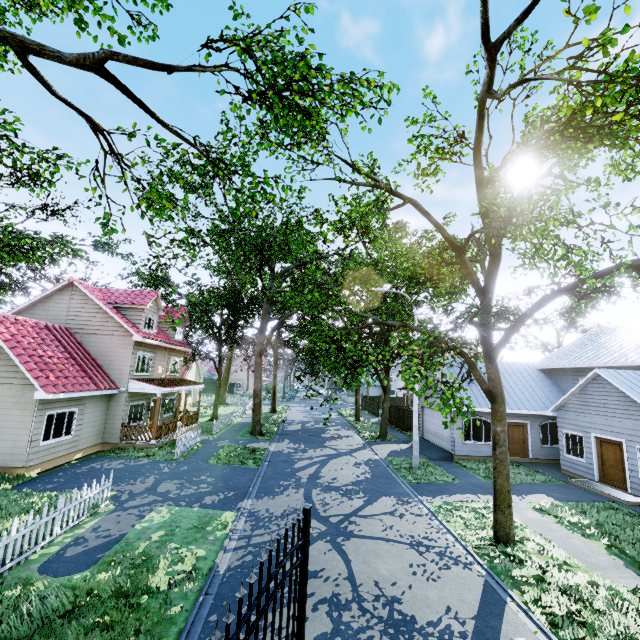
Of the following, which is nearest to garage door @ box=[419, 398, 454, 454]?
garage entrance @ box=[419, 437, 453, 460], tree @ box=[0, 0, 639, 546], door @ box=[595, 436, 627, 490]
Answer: garage entrance @ box=[419, 437, 453, 460]

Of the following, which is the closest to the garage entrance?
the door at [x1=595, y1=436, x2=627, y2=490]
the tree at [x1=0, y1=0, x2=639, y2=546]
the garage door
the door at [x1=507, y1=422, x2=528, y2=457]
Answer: the garage door

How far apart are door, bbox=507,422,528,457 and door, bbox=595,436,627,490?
4.4m

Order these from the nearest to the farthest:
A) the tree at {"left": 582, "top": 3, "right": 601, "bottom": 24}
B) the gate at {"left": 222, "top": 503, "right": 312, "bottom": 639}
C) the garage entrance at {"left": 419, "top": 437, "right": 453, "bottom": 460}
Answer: the gate at {"left": 222, "top": 503, "right": 312, "bottom": 639} < the tree at {"left": 582, "top": 3, "right": 601, "bottom": 24} < the garage entrance at {"left": 419, "top": 437, "right": 453, "bottom": 460}

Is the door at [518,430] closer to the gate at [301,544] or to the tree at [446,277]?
the tree at [446,277]

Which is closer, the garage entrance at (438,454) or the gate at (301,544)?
the gate at (301,544)

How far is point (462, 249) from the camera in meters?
10.4

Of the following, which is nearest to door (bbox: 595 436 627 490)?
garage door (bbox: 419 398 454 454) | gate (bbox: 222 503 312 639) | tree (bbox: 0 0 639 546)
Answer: tree (bbox: 0 0 639 546)
